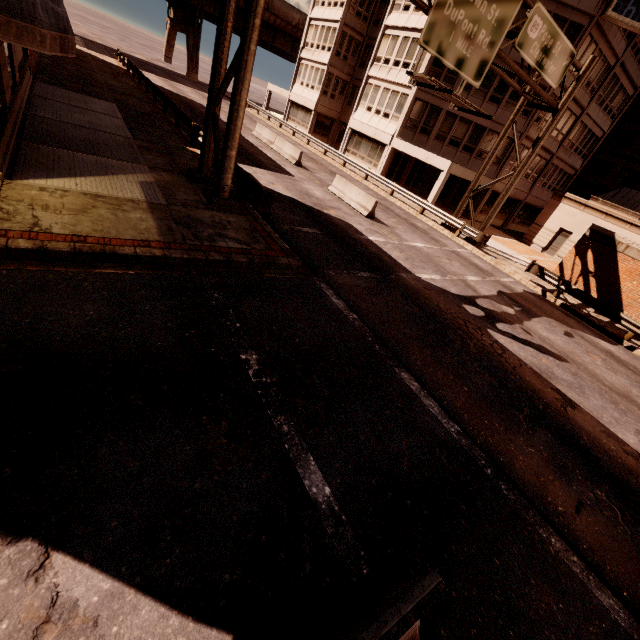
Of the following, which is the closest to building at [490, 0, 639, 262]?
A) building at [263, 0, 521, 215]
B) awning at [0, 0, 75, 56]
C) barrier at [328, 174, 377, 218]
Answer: building at [263, 0, 521, 215]

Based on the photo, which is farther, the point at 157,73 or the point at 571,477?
the point at 157,73

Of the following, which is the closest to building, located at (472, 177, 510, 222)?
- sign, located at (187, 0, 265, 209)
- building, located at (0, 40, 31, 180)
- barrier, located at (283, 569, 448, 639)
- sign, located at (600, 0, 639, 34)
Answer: sign, located at (600, 0, 639, 34)

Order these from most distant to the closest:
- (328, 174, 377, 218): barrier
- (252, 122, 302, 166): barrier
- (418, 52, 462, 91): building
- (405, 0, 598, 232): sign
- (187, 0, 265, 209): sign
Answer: (418, 52, 462, 91): building, (252, 122, 302, 166): barrier, (328, 174, 377, 218): barrier, (405, 0, 598, 232): sign, (187, 0, 265, 209): sign

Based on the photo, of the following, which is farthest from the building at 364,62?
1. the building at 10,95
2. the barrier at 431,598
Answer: the barrier at 431,598

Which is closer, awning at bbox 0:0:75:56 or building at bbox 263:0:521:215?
awning at bbox 0:0:75:56

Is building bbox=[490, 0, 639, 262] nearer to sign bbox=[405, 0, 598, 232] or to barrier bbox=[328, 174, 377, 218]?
sign bbox=[405, 0, 598, 232]

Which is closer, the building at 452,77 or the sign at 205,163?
the sign at 205,163
